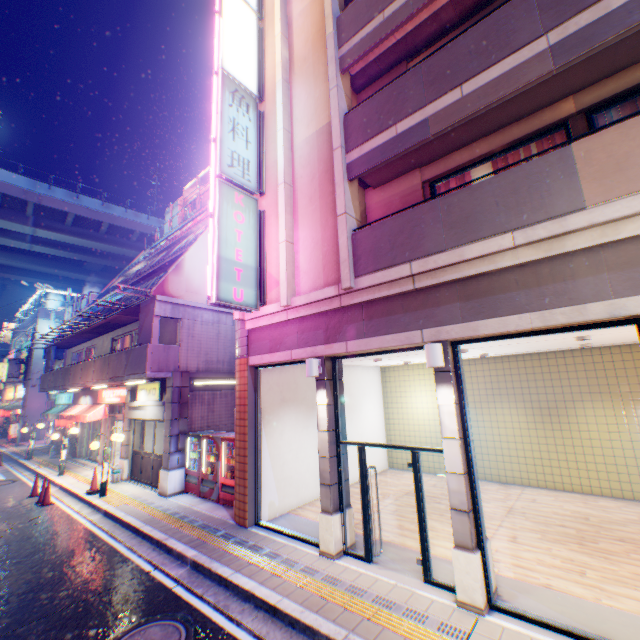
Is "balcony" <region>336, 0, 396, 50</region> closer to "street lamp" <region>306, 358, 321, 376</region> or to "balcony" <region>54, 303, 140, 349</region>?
"street lamp" <region>306, 358, 321, 376</region>

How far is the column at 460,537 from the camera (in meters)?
5.02

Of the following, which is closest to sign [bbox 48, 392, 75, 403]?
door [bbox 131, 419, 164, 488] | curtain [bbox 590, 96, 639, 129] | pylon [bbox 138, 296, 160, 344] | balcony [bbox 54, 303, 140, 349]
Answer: balcony [bbox 54, 303, 140, 349]

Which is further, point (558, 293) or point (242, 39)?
point (242, 39)

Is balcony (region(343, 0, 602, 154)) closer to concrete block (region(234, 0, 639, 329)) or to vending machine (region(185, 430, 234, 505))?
concrete block (region(234, 0, 639, 329))

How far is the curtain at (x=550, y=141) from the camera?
6.3m

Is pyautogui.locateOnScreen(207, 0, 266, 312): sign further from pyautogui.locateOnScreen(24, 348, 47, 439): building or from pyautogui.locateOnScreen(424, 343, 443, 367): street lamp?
pyautogui.locateOnScreen(24, 348, 47, 439): building

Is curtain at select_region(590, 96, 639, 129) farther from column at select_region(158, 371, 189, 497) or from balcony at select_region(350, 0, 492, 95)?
column at select_region(158, 371, 189, 497)
